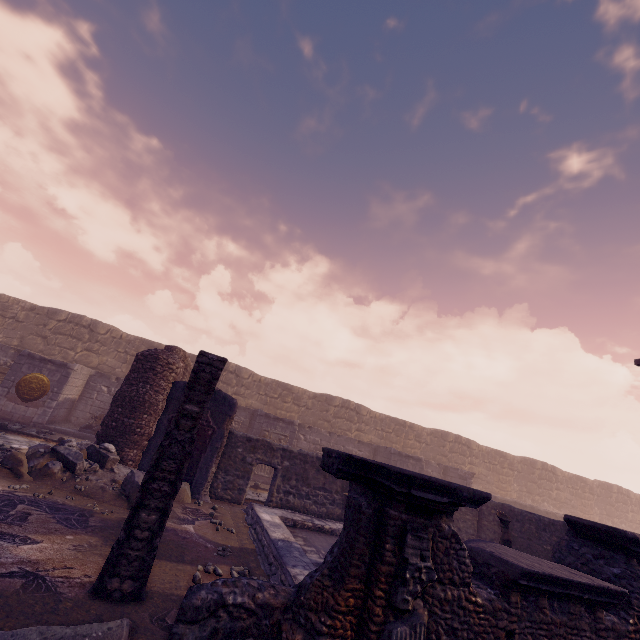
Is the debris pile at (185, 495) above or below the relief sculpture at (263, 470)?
below

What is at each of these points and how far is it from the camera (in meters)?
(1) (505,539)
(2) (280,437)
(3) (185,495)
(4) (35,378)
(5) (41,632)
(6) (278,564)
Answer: (1) sculpture, 7.92
(2) relief sculpture, 14.21
(3) debris pile, 8.03
(4) relief sculpture, 11.99
(5) column piece, 2.73
(6) pool, 5.41

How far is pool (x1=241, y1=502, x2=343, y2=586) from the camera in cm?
525

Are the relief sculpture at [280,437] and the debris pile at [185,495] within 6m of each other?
yes

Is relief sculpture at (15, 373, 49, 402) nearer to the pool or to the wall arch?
the wall arch

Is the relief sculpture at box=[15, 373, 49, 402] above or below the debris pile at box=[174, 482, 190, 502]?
above

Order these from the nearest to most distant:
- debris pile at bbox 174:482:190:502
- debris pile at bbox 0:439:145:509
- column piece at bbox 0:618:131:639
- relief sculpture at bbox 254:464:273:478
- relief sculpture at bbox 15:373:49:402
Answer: column piece at bbox 0:618:131:639, debris pile at bbox 0:439:145:509, debris pile at bbox 174:482:190:502, relief sculpture at bbox 15:373:49:402, relief sculpture at bbox 254:464:273:478

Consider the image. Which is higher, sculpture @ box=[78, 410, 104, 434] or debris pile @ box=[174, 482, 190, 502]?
sculpture @ box=[78, 410, 104, 434]
